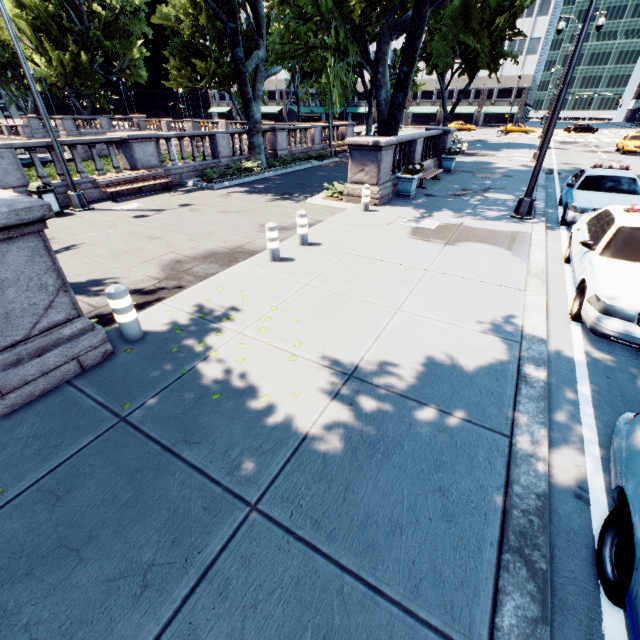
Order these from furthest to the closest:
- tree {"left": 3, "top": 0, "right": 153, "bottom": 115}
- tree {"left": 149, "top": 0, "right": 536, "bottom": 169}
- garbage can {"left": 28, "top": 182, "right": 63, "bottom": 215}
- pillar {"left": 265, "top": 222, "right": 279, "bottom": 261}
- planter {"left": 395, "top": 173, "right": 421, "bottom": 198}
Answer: tree {"left": 3, "top": 0, "right": 153, "bottom": 115}
planter {"left": 395, "top": 173, "right": 421, "bottom": 198}
tree {"left": 149, "top": 0, "right": 536, "bottom": 169}
garbage can {"left": 28, "top": 182, "right": 63, "bottom": 215}
pillar {"left": 265, "top": 222, "right": 279, "bottom": 261}

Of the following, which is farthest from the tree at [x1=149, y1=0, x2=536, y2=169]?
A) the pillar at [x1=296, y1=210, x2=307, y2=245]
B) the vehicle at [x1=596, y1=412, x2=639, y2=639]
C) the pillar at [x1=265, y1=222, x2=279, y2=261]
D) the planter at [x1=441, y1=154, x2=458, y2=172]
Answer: the pillar at [x1=265, y1=222, x2=279, y2=261]

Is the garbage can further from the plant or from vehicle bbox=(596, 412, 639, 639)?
vehicle bbox=(596, 412, 639, 639)

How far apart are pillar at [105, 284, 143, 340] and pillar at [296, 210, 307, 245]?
4.43m

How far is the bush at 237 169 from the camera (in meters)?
16.05

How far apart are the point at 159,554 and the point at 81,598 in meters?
0.5 m

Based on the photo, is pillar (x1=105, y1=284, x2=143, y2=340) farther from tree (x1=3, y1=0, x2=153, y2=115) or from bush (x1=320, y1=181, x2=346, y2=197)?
bush (x1=320, y1=181, x2=346, y2=197)

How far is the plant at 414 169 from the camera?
12.1 meters
